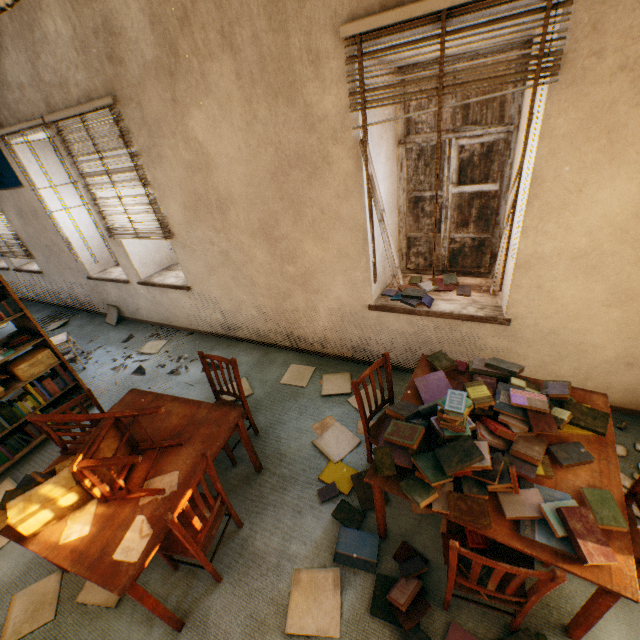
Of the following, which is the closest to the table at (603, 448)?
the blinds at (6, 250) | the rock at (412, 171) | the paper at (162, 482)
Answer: the paper at (162, 482)

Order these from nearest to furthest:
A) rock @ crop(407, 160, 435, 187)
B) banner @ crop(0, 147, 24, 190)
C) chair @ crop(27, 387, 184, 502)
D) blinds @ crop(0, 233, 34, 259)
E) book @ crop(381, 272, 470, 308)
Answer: chair @ crop(27, 387, 184, 502) < book @ crop(381, 272, 470, 308) < banner @ crop(0, 147, 24, 190) < blinds @ crop(0, 233, 34, 259) < rock @ crop(407, 160, 435, 187)

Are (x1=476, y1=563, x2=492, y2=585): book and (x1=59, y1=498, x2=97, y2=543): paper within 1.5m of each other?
no

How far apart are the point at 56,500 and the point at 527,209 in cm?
358

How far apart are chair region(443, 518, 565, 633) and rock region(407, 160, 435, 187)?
34.95m

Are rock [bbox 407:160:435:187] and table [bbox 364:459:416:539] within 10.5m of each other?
no

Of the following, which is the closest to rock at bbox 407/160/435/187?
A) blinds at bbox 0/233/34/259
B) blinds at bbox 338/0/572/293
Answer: blinds at bbox 0/233/34/259

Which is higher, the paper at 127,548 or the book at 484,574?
the paper at 127,548
